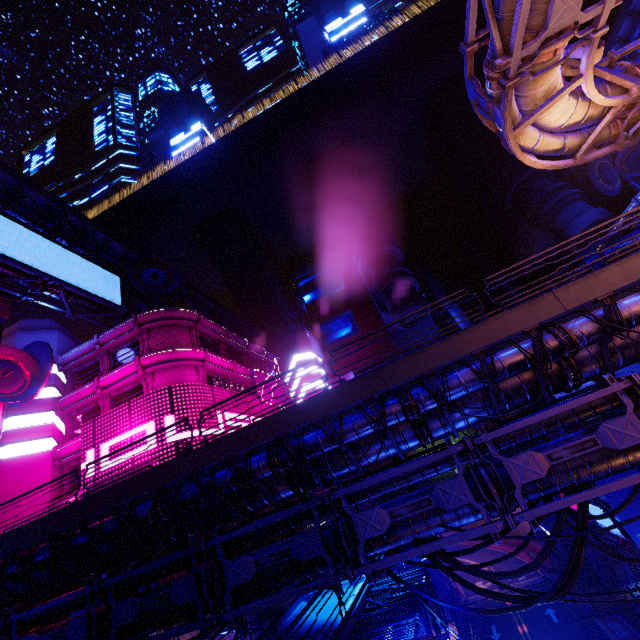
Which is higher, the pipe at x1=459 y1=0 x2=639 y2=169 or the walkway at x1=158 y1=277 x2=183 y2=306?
the walkway at x1=158 y1=277 x2=183 y2=306

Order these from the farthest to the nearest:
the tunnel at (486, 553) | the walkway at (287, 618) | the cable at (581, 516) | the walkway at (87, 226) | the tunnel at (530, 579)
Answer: the tunnel at (486, 553), the tunnel at (530, 579), the walkway at (87, 226), the walkway at (287, 618), the cable at (581, 516)

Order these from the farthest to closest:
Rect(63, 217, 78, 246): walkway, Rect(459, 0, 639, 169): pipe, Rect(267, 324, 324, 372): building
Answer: Rect(267, 324, 324, 372): building < Rect(63, 217, 78, 246): walkway < Rect(459, 0, 639, 169): pipe

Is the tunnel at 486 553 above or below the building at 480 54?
below

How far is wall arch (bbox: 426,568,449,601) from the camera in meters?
36.0 m

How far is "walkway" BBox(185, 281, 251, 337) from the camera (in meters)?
47.38

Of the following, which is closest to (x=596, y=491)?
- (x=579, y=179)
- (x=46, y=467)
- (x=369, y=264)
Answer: (x=46, y=467)

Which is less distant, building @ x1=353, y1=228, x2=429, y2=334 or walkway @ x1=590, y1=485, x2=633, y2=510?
walkway @ x1=590, y1=485, x2=633, y2=510
